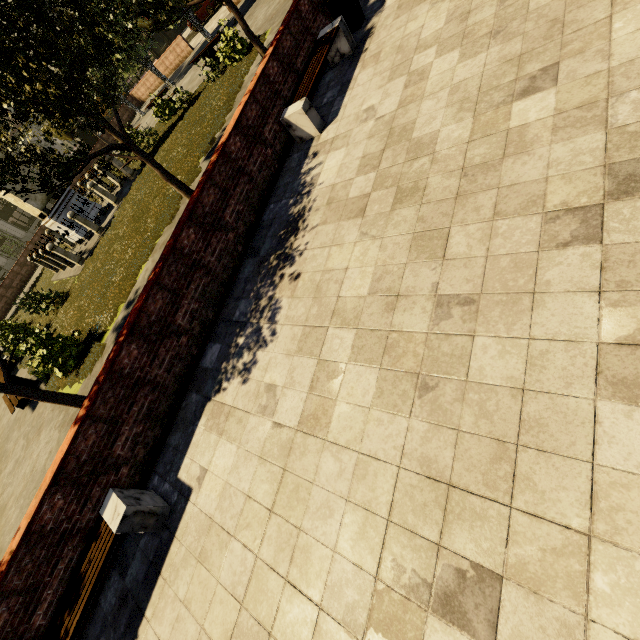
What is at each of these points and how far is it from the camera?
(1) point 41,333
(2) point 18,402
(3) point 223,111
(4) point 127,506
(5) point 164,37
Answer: (1) plant, 11.9m
(2) bench, 9.6m
(3) plant, 11.1m
(4) bench, 3.8m
(5) building, 40.8m

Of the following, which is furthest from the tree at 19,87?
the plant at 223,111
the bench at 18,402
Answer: the bench at 18,402

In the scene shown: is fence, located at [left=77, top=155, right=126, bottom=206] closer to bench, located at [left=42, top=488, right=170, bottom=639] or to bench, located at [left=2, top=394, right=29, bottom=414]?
bench, located at [left=2, top=394, right=29, bottom=414]

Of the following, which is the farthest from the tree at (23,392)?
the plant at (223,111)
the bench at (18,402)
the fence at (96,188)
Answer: the bench at (18,402)

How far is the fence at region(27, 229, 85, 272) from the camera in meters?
13.9

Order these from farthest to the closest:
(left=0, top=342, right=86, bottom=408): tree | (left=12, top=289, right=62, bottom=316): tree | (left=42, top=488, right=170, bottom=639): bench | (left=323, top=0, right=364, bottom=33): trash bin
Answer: (left=12, top=289, right=62, bottom=316): tree
(left=323, top=0, right=364, bottom=33): trash bin
(left=0, top=342, right=86, bottom=408): tree
(left=42, top=488, right=170, bottom=639): bench

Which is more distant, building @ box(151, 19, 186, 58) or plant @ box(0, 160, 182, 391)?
building @ box(151, 19, 186, 58)

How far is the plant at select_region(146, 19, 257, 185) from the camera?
10.9m
